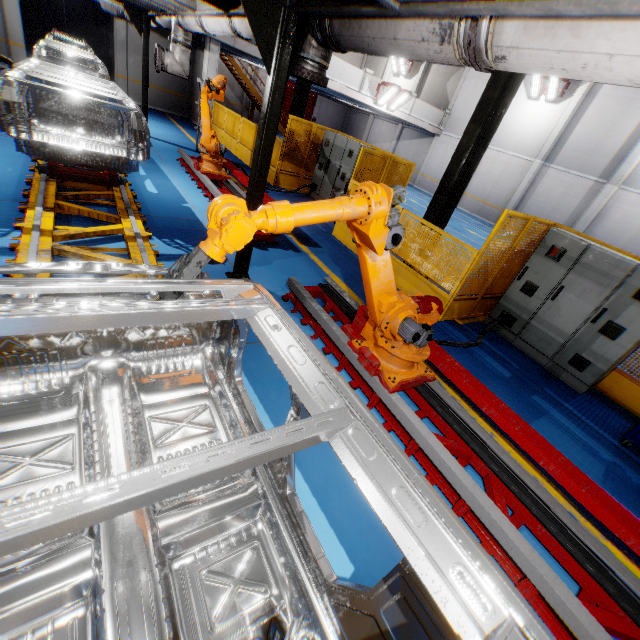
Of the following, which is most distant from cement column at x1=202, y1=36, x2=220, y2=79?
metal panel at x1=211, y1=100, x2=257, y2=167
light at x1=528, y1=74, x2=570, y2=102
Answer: light at x1=528, y1=74, x2=570, y2=102

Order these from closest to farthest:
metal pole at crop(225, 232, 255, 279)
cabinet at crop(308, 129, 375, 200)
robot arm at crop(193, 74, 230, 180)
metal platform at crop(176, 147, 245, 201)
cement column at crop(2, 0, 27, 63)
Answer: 1. metal pole at crop(225, 232, 255, 279)
2. robot arm at crop(193, 74, 230, 180)
3. metal platform at crop(176, 147, 245, 201)
4. cabinet at crop(308, 129, 375, 200)
5. cement column at crop(2, 0, 27, 63)

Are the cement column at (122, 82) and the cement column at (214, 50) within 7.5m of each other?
yes

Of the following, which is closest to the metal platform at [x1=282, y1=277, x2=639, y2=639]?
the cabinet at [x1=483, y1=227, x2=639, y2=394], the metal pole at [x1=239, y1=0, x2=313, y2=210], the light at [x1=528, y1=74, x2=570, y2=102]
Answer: the metal pole at [x1=239, y1=0, x2=313, y2=210]

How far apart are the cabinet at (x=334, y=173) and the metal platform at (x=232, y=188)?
3.08m

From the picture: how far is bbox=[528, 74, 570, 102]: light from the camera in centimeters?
1723cm

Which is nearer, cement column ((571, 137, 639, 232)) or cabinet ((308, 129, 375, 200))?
cabinet ((308, 129, 375, 200))

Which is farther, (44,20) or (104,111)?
(44,20)
